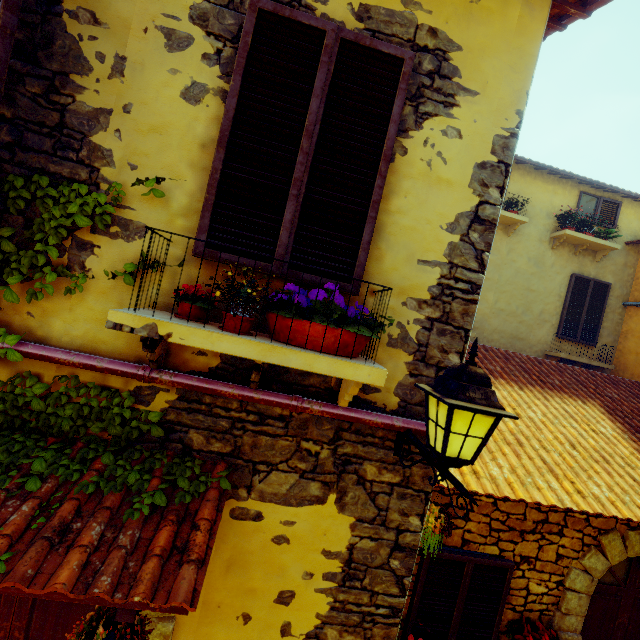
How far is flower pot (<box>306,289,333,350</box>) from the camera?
1.8 meters

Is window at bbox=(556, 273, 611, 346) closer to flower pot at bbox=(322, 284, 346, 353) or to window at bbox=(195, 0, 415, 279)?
window at bbox=(195, 0, 415, 279)

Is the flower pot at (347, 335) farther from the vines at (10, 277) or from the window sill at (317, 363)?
the vines at (10, 277)

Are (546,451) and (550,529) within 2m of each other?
yes

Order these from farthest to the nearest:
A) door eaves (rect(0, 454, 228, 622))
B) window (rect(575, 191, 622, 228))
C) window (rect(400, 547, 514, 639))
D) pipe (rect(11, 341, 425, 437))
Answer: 1. window (rect(575, 191, 622, 228))
2. window (rect(400, 547, 514, 639))
3. pipe (rect(11, 341, 425, 437))
4. door eaves (rect(0, 454, 228, 622))

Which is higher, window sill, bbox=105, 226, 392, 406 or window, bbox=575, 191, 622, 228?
window, bbox=575, 191, 622, 228

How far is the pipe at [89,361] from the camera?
2.0 meters
